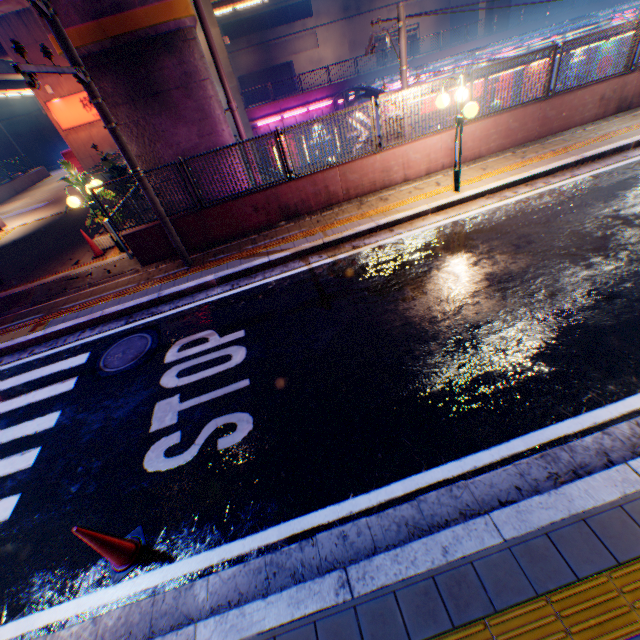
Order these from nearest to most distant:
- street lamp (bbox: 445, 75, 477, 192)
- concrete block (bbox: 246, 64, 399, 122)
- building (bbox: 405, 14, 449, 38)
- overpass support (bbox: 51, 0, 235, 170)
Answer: Answer: street lamp (bbox: 445, 75, 477, 192) → overpass support (bbox: 51, 0, 235, 170) → concrete block (bbox: 246, 64, 399, 122) → building (bbox: 405, 14, 449, 38)

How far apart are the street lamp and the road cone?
9.0 meters

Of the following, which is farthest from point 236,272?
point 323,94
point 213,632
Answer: point 323,94

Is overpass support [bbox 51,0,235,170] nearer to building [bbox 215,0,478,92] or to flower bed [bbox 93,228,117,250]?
flower bed [bbox 93,228,117,250]

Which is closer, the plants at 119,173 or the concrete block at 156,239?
the concrete block at 156,239

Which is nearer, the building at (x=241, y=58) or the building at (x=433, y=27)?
the building at (x=241, y=58)

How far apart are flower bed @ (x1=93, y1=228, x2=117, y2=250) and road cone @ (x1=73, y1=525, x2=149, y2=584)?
9.2 meters

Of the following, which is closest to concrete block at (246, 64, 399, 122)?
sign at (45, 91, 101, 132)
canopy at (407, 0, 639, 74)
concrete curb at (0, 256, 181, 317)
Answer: canopy at (407, 0, 639, 74)
